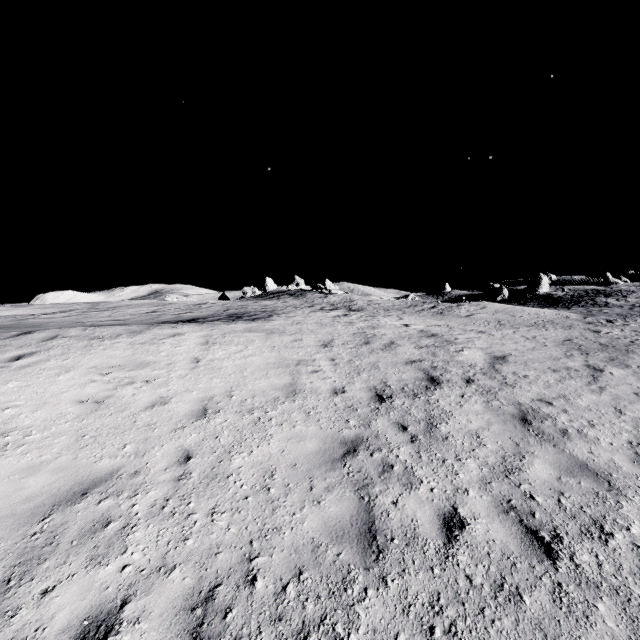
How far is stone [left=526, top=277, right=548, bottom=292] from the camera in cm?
5759

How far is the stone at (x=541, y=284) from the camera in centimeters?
5759cm

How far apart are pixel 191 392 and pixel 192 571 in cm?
429
